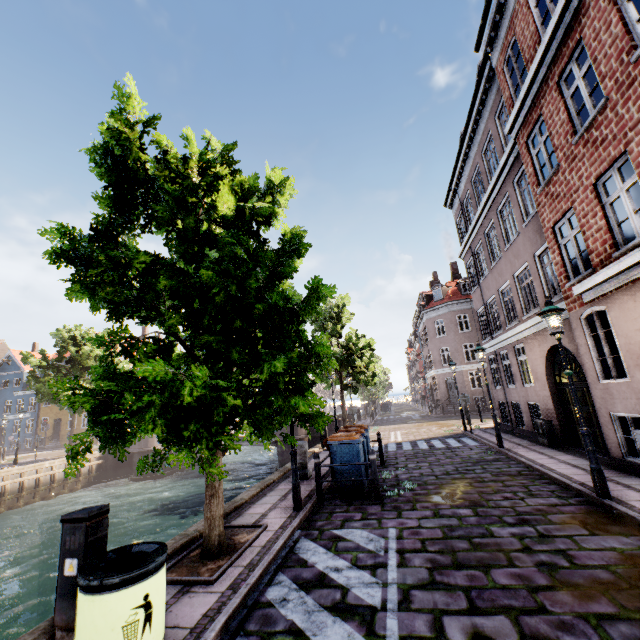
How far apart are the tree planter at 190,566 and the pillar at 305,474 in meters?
3.7 m

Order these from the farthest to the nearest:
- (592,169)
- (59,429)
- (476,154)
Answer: (59,429), (476,154), (592,169)

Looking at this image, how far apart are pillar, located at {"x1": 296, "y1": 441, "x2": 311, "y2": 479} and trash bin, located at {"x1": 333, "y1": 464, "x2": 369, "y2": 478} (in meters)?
1.53

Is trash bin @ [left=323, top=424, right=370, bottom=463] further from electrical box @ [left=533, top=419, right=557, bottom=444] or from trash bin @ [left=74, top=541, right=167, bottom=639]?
electrical box @ [left=533, top=419, right=557, bottom=444]

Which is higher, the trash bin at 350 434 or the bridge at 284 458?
the trash bin at 350 434

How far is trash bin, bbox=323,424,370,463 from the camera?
8.20m

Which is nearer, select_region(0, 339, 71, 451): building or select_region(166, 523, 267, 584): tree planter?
select_region(166, 523, 267, 584): tree planter
